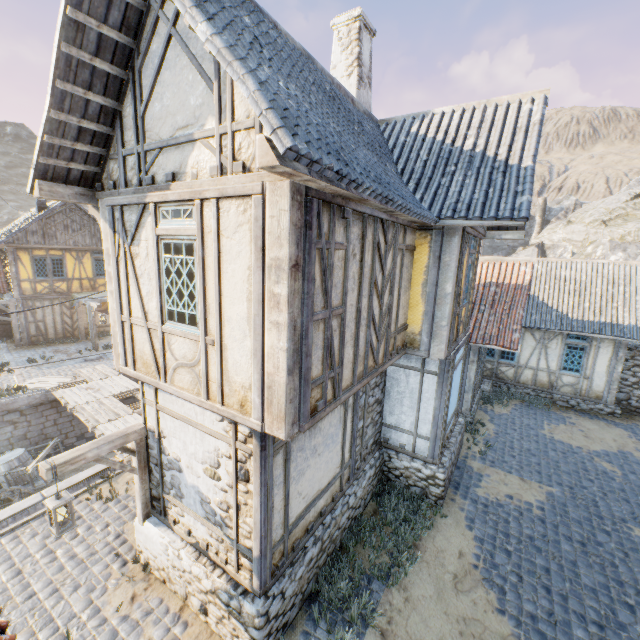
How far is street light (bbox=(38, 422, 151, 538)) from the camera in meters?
4.8

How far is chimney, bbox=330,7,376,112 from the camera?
8.3 meters

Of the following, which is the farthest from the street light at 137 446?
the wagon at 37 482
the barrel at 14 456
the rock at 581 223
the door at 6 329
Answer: the door at 6 329

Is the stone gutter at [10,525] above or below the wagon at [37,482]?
above

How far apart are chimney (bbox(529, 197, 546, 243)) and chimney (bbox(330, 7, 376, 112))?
43.94m

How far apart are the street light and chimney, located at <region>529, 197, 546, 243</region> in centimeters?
5088cm

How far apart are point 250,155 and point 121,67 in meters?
2.7

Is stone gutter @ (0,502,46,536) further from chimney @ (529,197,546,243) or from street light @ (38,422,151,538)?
chimney @ (529,197,546,243)
